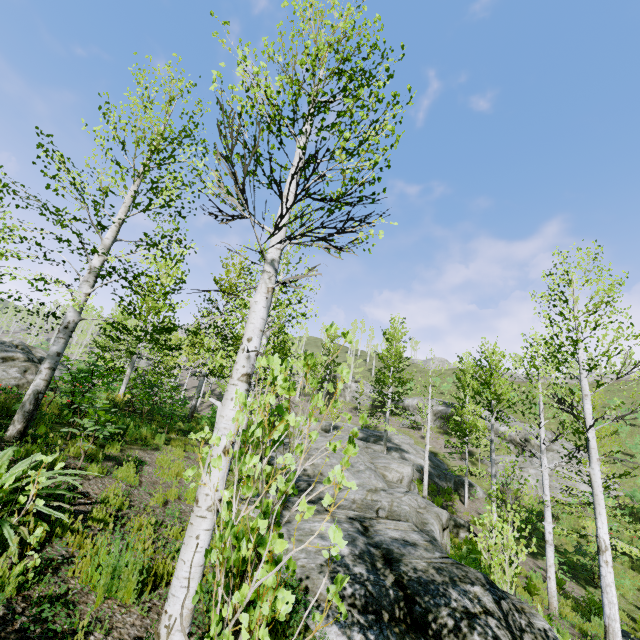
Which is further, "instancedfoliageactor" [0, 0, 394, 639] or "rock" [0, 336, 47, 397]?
"rock" [0, 336, 47, 397]

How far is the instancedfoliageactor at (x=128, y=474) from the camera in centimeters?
440cm

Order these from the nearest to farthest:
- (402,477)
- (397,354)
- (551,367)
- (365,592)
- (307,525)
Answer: (365,592)
(307,525)
(551,367)
(402,477)
(397,354)

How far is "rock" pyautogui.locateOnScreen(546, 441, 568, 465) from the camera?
26.14m

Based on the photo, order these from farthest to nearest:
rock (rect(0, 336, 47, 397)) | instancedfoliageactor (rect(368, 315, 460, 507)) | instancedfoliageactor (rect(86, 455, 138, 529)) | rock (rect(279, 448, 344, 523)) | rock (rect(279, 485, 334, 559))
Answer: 1. instancedfoliageactor (rect(368, 315, 460, 507))
2. rock (rect(0, 336, 47, 397))
3. rock (rect(279, 448, 344, 523))
4. rock (rect(279, 485, 334, 559))
5. instancedfoliageactor (rect(86, 455, 138, 529))

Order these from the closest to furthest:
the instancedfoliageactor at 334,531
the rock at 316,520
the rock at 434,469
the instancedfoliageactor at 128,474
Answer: the instancedfoliageactor at 334,531 < the instancedfoliageactor at 128,474 < the rock at 316,520 < the rock at 434,469

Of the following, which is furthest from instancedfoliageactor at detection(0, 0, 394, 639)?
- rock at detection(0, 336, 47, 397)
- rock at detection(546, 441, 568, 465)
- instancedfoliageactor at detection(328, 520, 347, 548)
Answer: rock at detection(546, 441, 568, 465)

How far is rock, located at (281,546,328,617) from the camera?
4.90m
